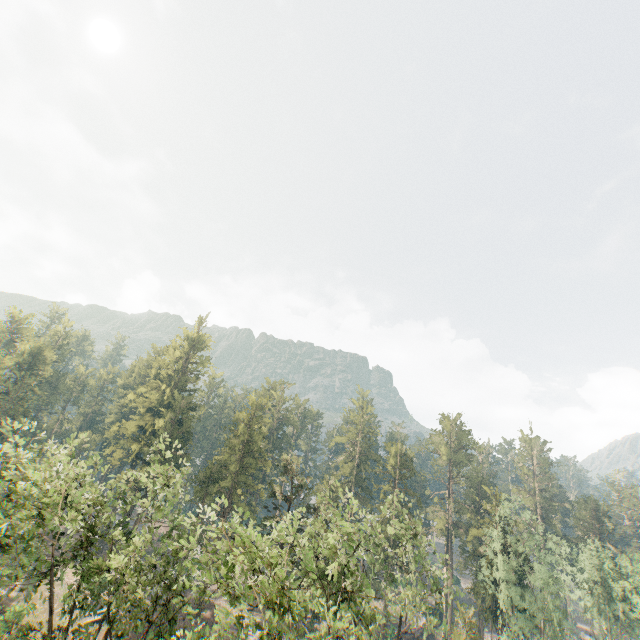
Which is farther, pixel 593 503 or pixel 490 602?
pixel 593 503
